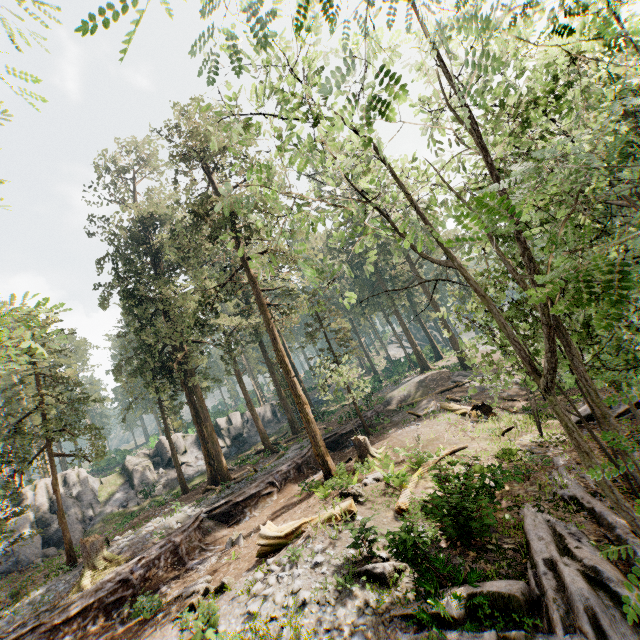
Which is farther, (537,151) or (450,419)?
(450,419)

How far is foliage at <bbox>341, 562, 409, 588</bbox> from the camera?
9.52m

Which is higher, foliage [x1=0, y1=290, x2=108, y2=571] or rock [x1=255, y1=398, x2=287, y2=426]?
foliage [x1=0, y1=290, x2=108, y2=571]

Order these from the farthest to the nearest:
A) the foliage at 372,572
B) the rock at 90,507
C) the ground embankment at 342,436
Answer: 1. the rock at 90,507
2. the ground embankment at 342,436
3. the foliage at 372,572

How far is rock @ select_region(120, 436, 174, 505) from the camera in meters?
34.1 m

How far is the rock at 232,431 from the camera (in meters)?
41.88

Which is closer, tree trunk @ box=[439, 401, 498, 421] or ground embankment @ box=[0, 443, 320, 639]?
ground embankment @ box=[0, 443, 320, 639]

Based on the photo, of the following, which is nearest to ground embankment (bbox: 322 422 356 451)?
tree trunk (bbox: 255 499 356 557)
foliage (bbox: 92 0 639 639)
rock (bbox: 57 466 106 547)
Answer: foliage (bbox: 92 0 639 639)
